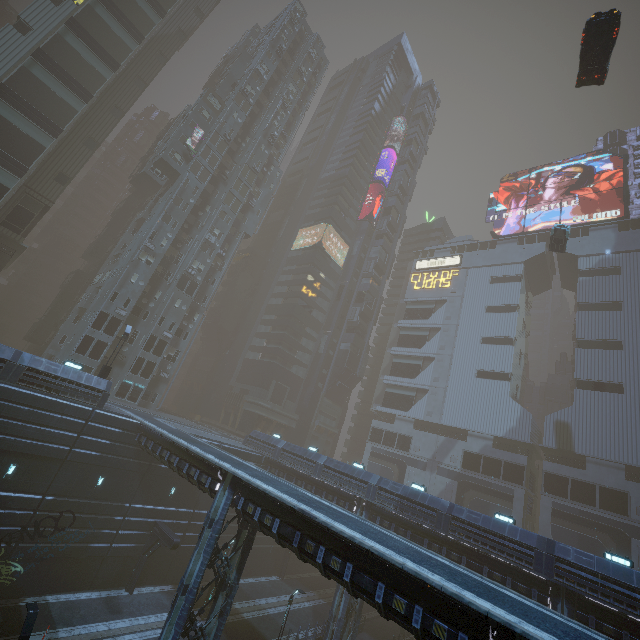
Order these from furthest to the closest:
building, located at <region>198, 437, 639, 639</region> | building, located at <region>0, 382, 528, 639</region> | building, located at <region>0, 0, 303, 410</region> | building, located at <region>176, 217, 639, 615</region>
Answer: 1. building, located at <region>0, 0, 303, 410</region>
2. building, located at <region>176, 217, 639, 615</region>
3. building, located at <region>198, 437, 639, 639</region>
4. building, located at <region>0, 382, 528, 639</region>

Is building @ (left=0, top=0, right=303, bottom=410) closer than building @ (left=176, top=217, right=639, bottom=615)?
Answer: No

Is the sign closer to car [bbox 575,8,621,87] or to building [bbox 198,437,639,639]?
building [bbox 198,437,639,639]

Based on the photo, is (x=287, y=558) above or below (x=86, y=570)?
above

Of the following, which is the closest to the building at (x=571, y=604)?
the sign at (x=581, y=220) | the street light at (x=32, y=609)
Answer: the sign at (x=581, y=220)

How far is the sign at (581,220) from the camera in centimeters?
5174cm

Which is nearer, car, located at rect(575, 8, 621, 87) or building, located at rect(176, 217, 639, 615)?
car, located at rect(575, 8, 621, 87)

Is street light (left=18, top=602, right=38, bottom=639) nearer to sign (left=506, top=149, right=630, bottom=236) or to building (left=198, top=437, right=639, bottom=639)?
building (left=198, top=437, right=639, bottom=639)
